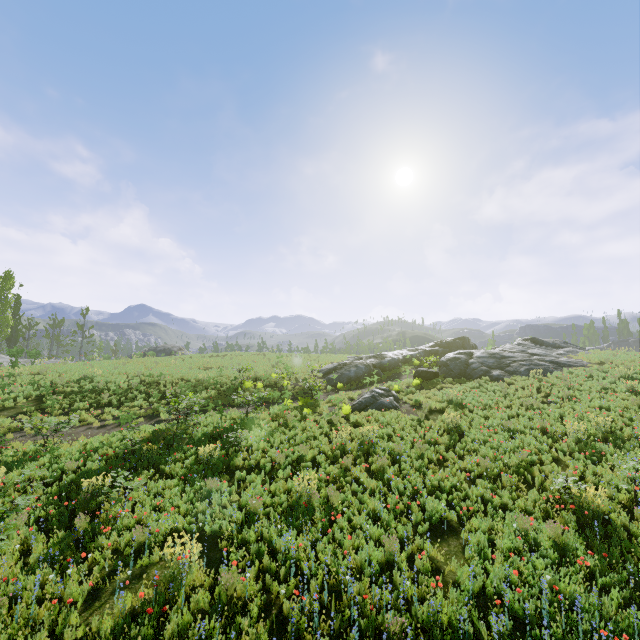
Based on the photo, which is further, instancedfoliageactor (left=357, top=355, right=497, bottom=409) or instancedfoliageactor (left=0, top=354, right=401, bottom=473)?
instancedfoliageactor (left=357, top=355, right=497, bottom=409)

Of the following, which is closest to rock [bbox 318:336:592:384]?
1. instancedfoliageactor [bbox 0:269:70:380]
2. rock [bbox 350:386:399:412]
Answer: rock [bbox 350:386:399:412]

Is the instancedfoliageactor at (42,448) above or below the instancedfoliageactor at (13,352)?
below

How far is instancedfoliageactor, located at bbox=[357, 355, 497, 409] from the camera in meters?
17.2 m

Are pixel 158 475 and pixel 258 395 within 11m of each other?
yes

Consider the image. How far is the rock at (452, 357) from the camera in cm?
2239
